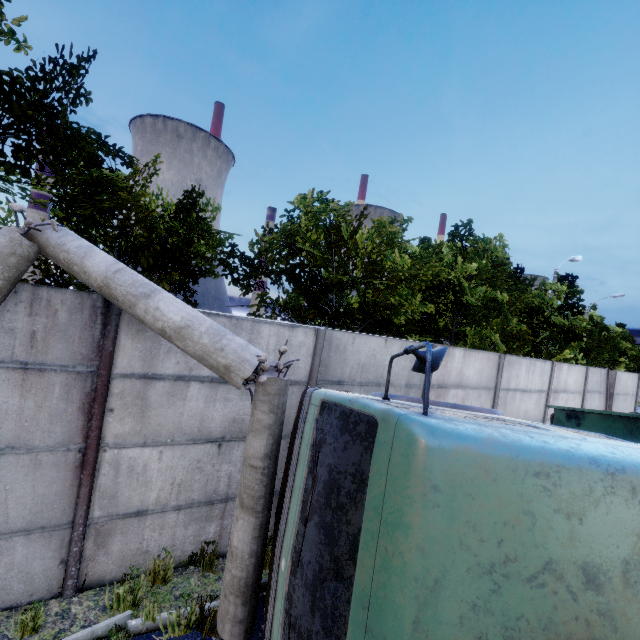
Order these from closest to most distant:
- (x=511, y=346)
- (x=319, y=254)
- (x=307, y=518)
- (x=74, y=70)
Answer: (x=307, y=518), (x=74, y=70), (x=319, y=254), (x=511, y=346)

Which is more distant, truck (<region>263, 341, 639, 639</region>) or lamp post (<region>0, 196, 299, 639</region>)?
lamp post (<region>0, 196, 299, 639</region>)

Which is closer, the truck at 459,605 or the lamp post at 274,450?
the truck at 459,605
